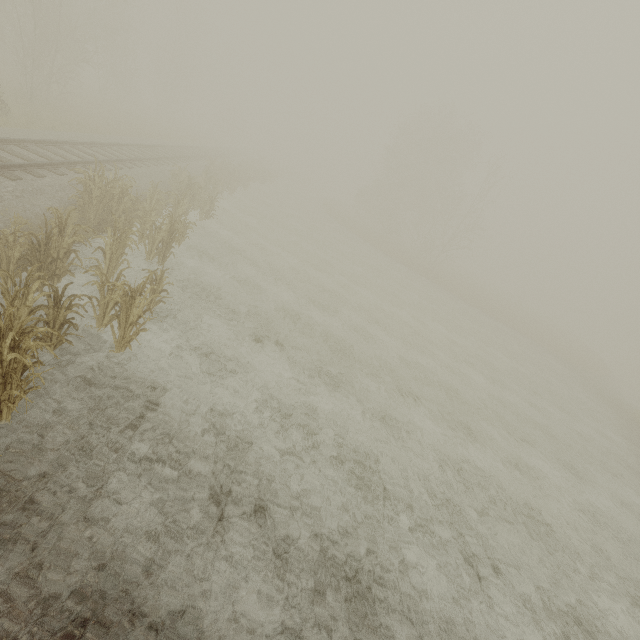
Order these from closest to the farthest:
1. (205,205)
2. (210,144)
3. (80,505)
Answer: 1. (80,505)
2. (205,205)
3. (210,144)

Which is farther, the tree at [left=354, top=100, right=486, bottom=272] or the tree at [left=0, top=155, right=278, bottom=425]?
the tree at [left=354, top=100, right=486, bottom=272]

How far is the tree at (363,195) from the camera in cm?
3697

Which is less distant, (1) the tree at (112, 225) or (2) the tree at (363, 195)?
(1) the tree at (112, 225)

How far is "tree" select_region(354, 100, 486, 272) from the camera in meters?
37.0 m

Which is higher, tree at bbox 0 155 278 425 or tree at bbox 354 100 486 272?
tree at bbox 354 100 486 272
